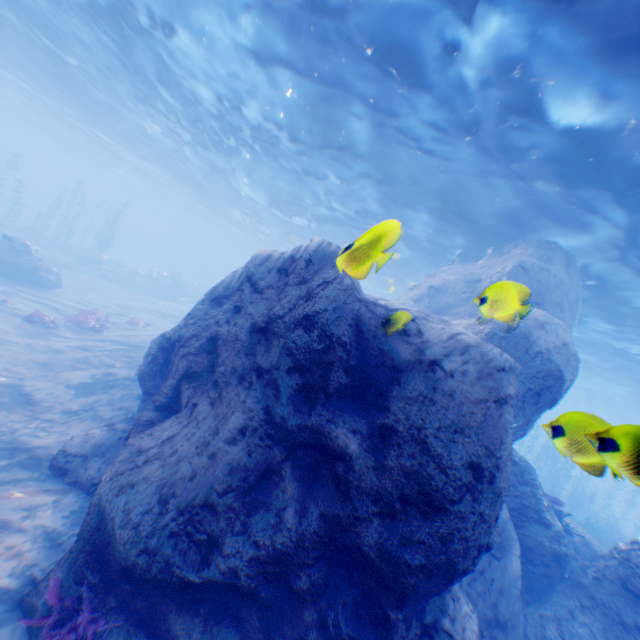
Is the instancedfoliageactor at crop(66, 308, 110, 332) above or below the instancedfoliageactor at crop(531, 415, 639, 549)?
below

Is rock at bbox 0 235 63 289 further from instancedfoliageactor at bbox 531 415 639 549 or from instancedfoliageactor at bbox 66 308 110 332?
instancedfoliageactor at bbox 66 308 110 332

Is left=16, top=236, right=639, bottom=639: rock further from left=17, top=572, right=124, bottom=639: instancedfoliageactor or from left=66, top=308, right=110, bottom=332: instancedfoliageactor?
left=66, top=308, right=110, bottom=332: instancedfoliageactor

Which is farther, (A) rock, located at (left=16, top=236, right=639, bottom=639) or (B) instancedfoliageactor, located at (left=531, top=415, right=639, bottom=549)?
(A) rock, located at (left=16, top=236, right=639, bottom=639)

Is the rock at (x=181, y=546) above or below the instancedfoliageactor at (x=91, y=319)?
above

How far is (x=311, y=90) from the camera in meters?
11.2

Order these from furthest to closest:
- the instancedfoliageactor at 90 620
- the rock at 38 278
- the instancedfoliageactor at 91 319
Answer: the rock at 38 278 < the instancedfoliageactor at 91 319 < the instancedfoliageactor at 90 620

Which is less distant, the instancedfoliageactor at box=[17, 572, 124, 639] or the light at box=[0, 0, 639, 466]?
the instancedfoliageactor at box=[17, 572, 124, 639]
